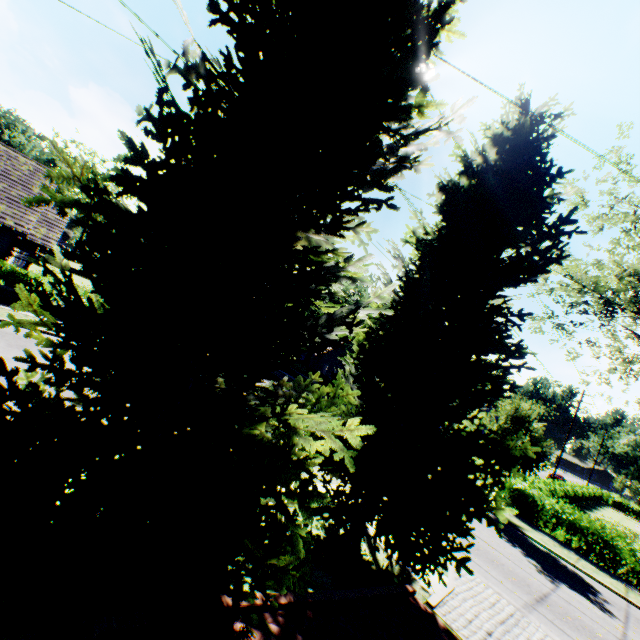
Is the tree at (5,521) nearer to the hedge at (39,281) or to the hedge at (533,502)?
the hedge at (533,502)

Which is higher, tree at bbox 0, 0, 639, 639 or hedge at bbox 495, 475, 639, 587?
tree at bbox 0, 0, 639, 639

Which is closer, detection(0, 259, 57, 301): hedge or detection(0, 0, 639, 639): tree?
detection(0, 0, 639, 639): tree

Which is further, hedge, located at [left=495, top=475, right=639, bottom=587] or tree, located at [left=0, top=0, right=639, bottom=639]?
hedge, located at [left=495, top=475, right=639, bottom=587]

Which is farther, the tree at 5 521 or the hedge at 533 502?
the hedge at 533 502

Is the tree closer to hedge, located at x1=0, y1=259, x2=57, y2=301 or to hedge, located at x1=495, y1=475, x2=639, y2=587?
hedge, located at x1=495, y1=475, x2=639, y2=587

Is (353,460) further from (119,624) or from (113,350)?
(113,350)
